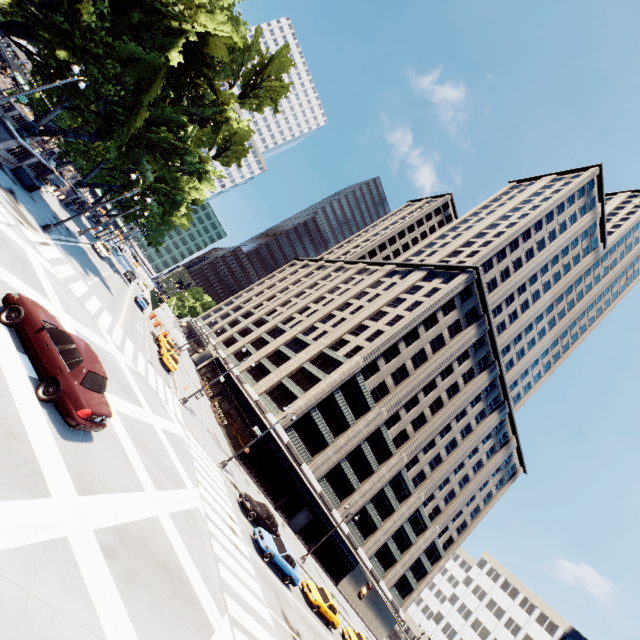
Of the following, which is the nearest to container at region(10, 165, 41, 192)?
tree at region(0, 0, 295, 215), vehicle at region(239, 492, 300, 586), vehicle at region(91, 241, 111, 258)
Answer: tree at region(0, 0, 295, 215)

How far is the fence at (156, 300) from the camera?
49.48m

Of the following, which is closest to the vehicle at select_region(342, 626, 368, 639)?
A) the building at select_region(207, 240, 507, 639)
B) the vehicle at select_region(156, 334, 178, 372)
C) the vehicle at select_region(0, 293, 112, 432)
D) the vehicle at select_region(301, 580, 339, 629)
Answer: the vehicle at select_region(301, 580, 339, 629)

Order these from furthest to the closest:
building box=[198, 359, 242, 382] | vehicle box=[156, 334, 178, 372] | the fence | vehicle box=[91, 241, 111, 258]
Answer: building box=[198, 359, 242, 382] → the fence → vehicle box=[91, 241, 111, 258] → vehicle box=[156, 334, 178, 372]

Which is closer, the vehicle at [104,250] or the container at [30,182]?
the container at [30,182]

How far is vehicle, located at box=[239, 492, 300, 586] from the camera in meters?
20.9

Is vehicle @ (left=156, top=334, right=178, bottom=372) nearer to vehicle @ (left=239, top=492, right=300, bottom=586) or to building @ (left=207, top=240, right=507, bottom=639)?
building @ (left=207, top=240, right=507, bottom=639)

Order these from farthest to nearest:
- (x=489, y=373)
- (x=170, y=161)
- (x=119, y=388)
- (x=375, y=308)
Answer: (x=489, y=373)
(x=375, y=308)
(x=170, y=161)
(x=119, y=388)
